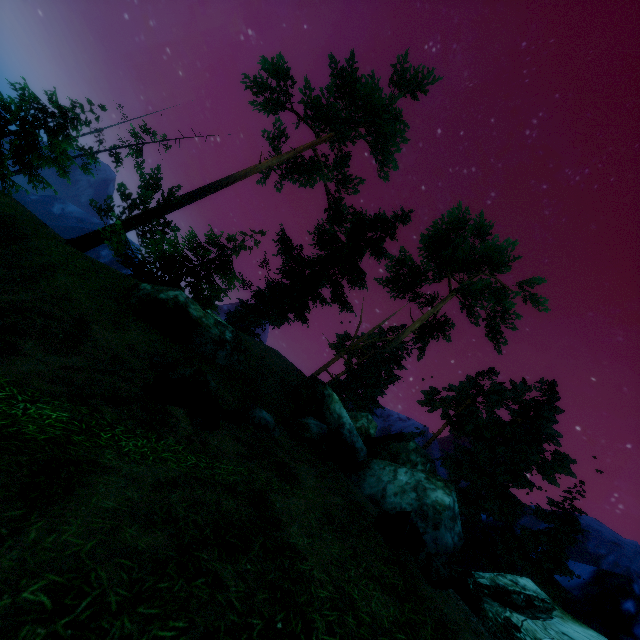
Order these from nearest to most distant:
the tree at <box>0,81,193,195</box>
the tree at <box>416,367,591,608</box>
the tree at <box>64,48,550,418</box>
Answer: the tree at <box>0,81,193,195</box> < the tree at <box>416,367,591,608</box> < the tree at <box>64,48,550,418</box>

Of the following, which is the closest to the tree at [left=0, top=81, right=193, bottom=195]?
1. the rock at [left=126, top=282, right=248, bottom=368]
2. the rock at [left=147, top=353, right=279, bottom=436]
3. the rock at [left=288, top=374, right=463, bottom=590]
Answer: the rock at [left=288, top=374, right=463, bottom=590]

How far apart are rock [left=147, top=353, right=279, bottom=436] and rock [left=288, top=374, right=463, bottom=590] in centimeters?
836cm

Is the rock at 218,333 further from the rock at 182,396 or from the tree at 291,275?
the tree at 291,275

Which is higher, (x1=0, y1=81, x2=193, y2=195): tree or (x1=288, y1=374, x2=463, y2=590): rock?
(x1=288, y1=374, x2=463, y2=590): rock

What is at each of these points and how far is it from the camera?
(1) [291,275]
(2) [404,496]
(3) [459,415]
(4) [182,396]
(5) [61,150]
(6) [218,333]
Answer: (1) tree, 22.7 meters
(2) rock, 12.5 meters
(3) tree, 31.0 meters
(4) rock, 6.6 meters
(5) tree, 20.6 meters
(6) rock, 14.4 meters

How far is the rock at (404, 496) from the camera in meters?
6.2

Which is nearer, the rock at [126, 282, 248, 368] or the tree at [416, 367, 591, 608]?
the rock at [126, 282, 248, 368]
